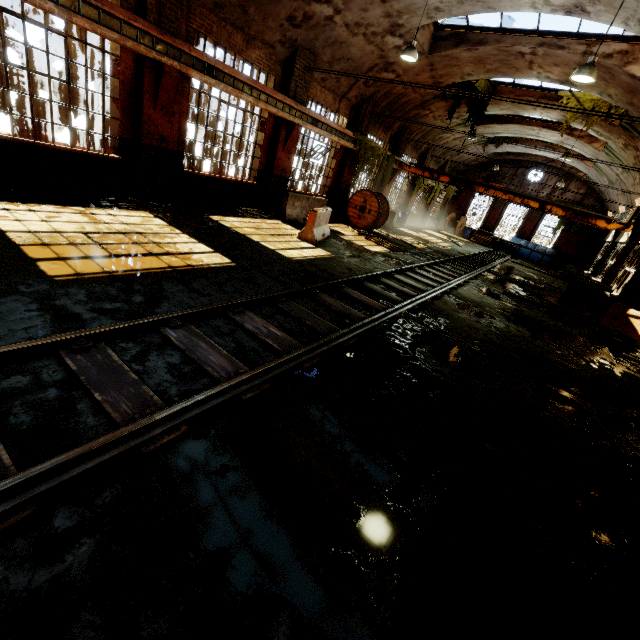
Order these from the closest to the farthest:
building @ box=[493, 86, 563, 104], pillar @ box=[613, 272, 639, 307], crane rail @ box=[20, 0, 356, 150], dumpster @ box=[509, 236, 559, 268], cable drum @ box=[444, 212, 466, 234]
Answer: crane rail @ box=[20, 0, 356, 150] → pillar @ box=[613, 272, 639, 307] → building @ box=[493, 86, 563, 104] → dumpster @ box=[509, 236, 559, 268] → cable drum @ box=[444, 212, 466, 234]

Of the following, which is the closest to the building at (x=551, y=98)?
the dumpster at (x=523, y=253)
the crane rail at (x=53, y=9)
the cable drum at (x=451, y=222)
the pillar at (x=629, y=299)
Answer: the crane rail at (x=53, y=9)

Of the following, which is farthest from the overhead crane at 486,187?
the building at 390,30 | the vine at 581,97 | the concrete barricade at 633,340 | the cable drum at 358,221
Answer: the concrete barricade at 633,340

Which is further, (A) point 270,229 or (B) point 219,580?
(A) point 270,229

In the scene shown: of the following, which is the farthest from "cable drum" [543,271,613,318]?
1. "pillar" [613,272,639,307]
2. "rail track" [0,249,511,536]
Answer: "rail track" [0,249,511,536]

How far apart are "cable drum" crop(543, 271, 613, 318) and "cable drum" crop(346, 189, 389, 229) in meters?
8.0 m

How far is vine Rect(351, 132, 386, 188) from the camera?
15.3m

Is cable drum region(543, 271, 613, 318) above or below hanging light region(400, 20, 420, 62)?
below
